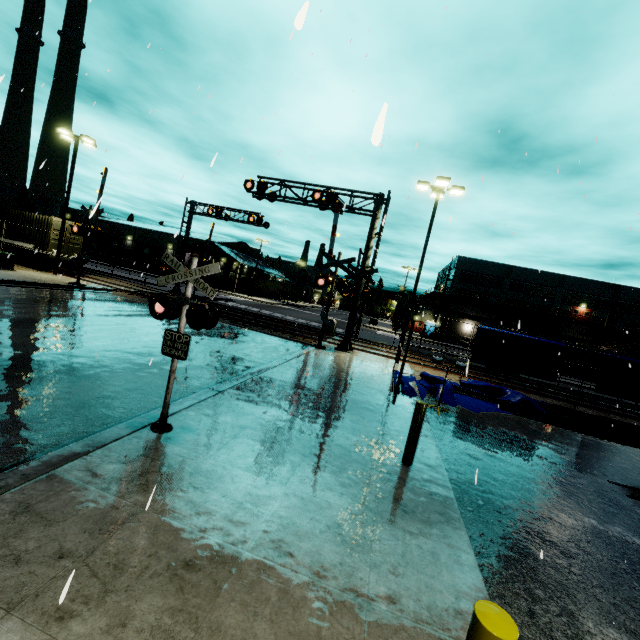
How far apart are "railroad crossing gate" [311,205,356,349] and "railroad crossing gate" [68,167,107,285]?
13.6m

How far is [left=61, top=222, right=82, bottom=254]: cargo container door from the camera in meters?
24.9 m

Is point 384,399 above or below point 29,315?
above

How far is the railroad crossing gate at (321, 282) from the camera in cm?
1652

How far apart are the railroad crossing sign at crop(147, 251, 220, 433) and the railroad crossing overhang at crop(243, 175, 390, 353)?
12.36m

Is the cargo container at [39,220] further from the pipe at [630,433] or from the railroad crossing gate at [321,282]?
the railroad crossing gate at [321,282]

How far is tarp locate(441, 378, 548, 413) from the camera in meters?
11.9

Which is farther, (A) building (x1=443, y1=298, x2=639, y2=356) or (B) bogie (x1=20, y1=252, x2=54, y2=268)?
(A) building (x1=443, y1=298, x2=639, y2=356)
